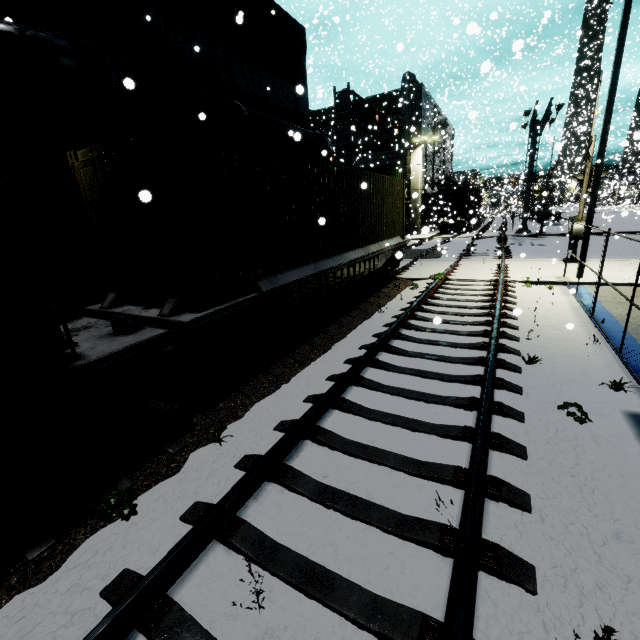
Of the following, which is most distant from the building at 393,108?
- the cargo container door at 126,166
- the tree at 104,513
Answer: the tree at 104,513

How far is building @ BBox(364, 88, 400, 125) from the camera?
33.75m

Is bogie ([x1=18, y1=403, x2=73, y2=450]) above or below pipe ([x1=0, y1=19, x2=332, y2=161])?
below

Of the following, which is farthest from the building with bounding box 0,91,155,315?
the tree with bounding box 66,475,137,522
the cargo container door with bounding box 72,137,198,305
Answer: the tree with bounding box 66,475,137,522

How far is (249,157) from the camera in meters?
5.8

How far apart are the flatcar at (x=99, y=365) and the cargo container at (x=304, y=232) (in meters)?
0.00

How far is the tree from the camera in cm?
329

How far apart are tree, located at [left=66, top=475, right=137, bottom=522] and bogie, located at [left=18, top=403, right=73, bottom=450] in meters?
0.6 m
